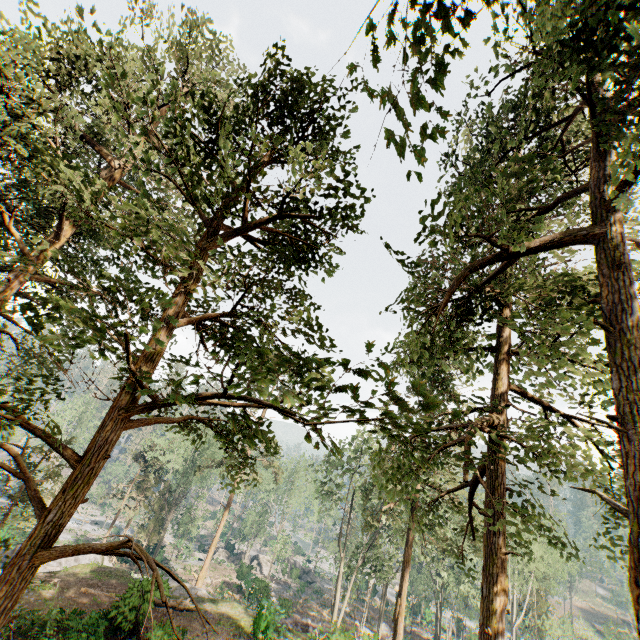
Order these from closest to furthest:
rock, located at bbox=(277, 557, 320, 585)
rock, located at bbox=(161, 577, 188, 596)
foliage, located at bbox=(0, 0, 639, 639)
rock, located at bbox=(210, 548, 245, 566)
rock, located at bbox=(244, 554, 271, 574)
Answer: foliage, located at bbox=(0, 0, 639, 639) < rock, located at bbox=(161, 577, 188, 596) < rock, located at bbox=(277, 557, 320, 585) < rock, located at bbox=(210, 548, 245, 566) < rock, located at bbox=(244, 554, 271, 574)

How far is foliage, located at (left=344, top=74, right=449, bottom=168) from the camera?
2.9m

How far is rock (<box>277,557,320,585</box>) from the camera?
50.62m

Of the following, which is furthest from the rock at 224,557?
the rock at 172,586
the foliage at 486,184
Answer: the rock at 172,586

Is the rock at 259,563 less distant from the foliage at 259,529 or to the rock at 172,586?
the foliage at 259,529

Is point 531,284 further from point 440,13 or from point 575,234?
point 440,13

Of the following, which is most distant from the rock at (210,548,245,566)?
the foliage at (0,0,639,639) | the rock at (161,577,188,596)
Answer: the rock at (161,577,188,596)

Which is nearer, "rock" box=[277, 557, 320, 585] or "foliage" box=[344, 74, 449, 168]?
"foliage" box=[344, 74, 449, 168]
